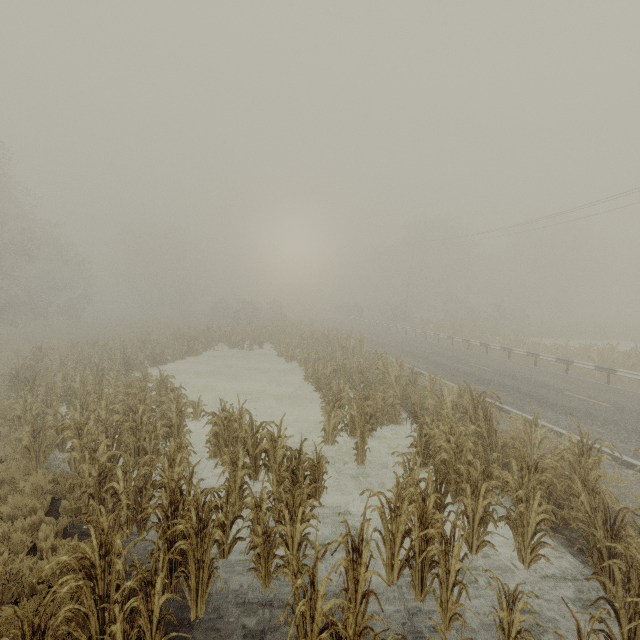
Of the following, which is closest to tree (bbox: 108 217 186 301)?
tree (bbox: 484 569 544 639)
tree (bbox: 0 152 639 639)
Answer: tree (bbox: 0 152 639 639)

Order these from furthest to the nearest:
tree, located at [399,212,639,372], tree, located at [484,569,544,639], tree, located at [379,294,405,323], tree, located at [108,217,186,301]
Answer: tree, located at [108,217,186,301] → tree, located at [379,294,405,323] → tree, located at [399,212,639,372] → tree, located at [484,569,544,639]

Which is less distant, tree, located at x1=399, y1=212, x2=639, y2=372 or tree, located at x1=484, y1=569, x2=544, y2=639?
tree, located at x1=484, y1=569, x2=544, y2=639

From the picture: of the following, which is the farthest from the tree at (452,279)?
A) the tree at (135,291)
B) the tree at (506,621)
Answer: the tree at (135,291)

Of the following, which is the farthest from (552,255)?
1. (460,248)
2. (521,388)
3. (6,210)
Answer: (6,210)

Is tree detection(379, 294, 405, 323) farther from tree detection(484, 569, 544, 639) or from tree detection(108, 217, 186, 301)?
tree detection(108, 217, 186, 301)

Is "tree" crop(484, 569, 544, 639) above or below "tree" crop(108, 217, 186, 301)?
below

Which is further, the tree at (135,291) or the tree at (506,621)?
the tree at (135,291)
